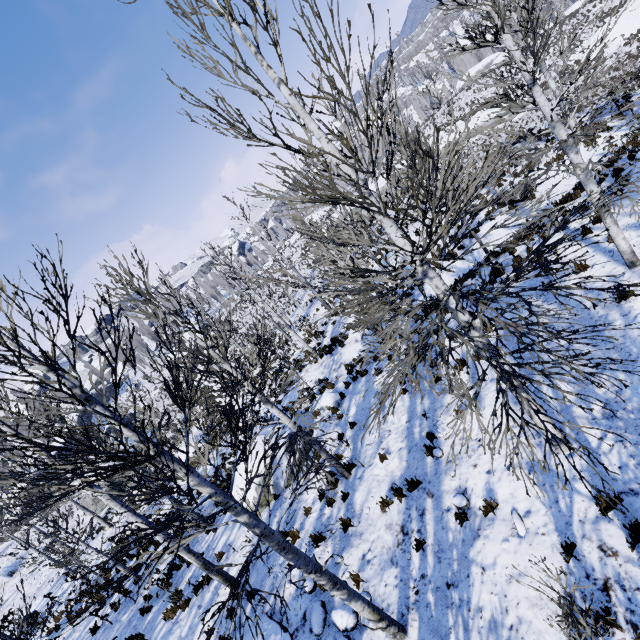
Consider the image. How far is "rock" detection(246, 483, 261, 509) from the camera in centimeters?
1096cm

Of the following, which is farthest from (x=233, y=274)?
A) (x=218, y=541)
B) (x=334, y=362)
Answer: (x=218, y=541)

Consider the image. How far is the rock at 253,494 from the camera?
11.0 meters

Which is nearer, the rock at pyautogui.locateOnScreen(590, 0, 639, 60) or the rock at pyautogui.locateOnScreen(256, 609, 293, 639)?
the rock at pyautogui.locateOnScreen(256, 609, 293, 639)

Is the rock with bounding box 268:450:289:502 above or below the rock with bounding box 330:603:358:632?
below

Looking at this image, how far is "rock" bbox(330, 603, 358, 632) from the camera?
5.57m

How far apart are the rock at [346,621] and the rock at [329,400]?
7.18m

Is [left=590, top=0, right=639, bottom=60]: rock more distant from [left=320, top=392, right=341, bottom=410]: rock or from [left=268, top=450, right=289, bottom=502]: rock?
[left=268, top=450, right=289, bottom=502]: rock
